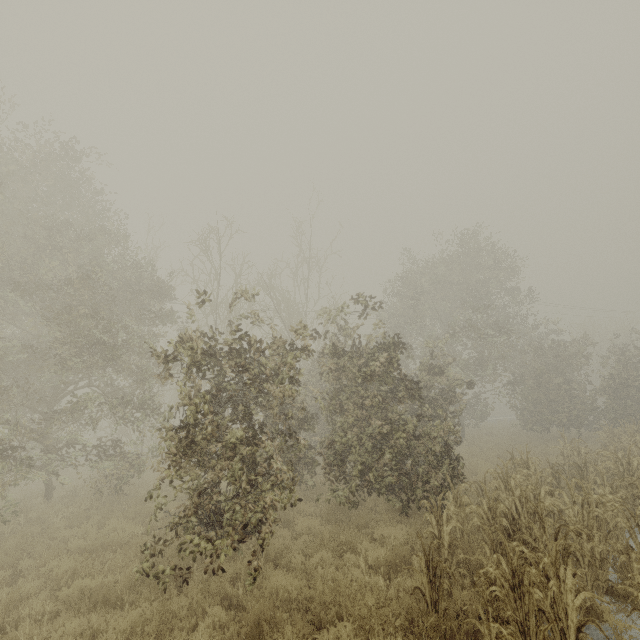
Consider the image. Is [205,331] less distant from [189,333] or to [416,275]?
[416,275]
